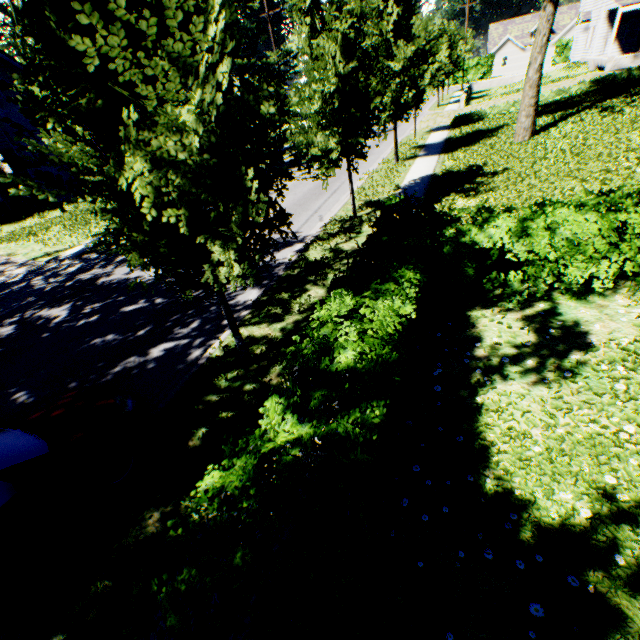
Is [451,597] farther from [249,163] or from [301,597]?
[249,163]

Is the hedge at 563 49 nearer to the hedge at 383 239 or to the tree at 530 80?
the tree at 530 80

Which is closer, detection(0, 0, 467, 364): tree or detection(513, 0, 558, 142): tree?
detection(0, 0, 467, 364): tree

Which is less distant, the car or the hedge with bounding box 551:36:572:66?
the car

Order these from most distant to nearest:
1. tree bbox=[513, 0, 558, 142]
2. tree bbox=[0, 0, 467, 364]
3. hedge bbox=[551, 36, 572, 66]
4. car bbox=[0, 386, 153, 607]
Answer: hedge bbox=[551, 36, 572, 66] → tree bbox=[513, 0, 558, 142] → car bbox=[0, 386, 153, 607] → tree bbox=[0, 0, 467, 364]

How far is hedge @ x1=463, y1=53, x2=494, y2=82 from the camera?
53.8 meters

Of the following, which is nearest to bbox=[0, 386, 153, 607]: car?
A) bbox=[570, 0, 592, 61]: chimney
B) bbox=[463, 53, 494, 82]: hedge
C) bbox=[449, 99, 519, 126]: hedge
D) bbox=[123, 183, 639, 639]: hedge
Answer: bbox=[123, 183, 639, 639]: hedge

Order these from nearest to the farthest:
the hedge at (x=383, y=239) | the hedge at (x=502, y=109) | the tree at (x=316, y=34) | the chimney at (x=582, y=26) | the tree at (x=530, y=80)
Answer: the hedge at (x=383, y=239) < the tree at (x=316, y=34) < the tree at (x=530, y=80) < the hedge at (x=502, y=109) < the chimney at (x=582, y=26)
